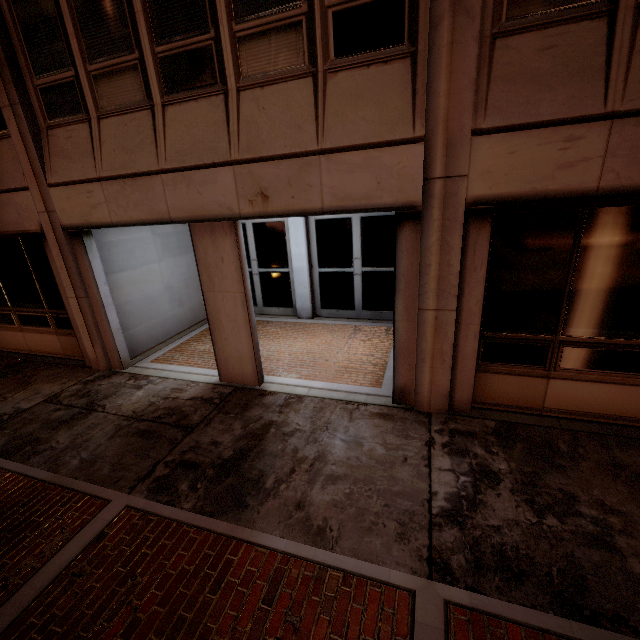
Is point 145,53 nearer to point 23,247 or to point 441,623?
point 23,247
